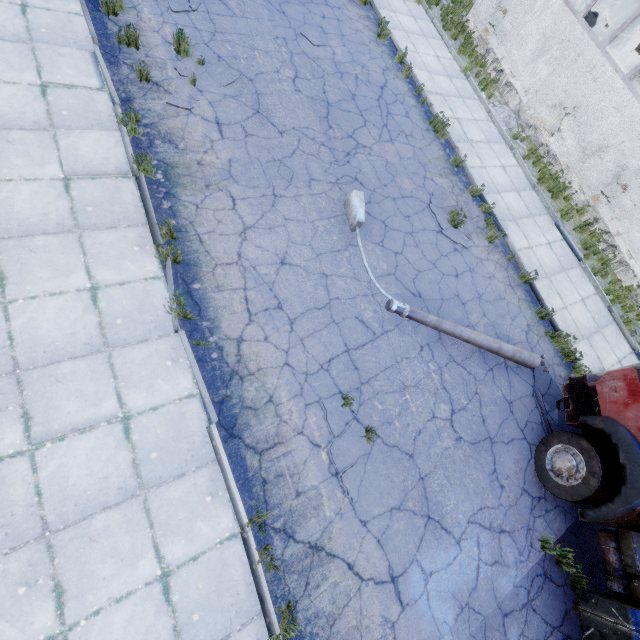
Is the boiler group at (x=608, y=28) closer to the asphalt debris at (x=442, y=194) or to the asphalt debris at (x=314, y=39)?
the asphalt debris at (x=314, y=39)

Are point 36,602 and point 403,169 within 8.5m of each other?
no

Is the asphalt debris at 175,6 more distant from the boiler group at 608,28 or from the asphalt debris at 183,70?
the boiler group at 608,28

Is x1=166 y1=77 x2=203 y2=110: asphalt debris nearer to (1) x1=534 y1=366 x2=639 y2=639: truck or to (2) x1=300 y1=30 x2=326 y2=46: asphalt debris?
(2) x1=300 y1=30 x2=326 y2=46: asphalt debris

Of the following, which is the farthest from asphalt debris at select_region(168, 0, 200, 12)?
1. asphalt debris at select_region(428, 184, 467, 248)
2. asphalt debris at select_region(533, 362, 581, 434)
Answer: asphalt debris at select_region(533, 362, 581, 434)

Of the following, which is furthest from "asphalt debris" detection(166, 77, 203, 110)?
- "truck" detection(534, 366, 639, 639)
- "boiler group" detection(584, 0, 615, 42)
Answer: "boiler group" detection(584, 0, 615, 42)

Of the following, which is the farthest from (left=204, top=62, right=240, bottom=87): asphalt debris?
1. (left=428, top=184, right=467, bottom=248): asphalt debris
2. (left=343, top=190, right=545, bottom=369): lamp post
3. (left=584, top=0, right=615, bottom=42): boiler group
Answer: (left=584, top=0, right=615, bottom=42): boiler group

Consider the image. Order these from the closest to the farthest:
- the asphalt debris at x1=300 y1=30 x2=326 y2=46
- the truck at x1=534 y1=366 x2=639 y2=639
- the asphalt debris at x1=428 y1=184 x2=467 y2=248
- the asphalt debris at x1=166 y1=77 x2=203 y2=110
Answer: the truck at x1=534 y1=366 x2=639 y2=639 → the asphalt debris at x1=166 y1=77 x2=203 y2=110 → the asphalt debris at x1=428 y1=184 x2=467 y2=248 → the asphalt debris at x1=300 y1=30 x2=326 y2=46
